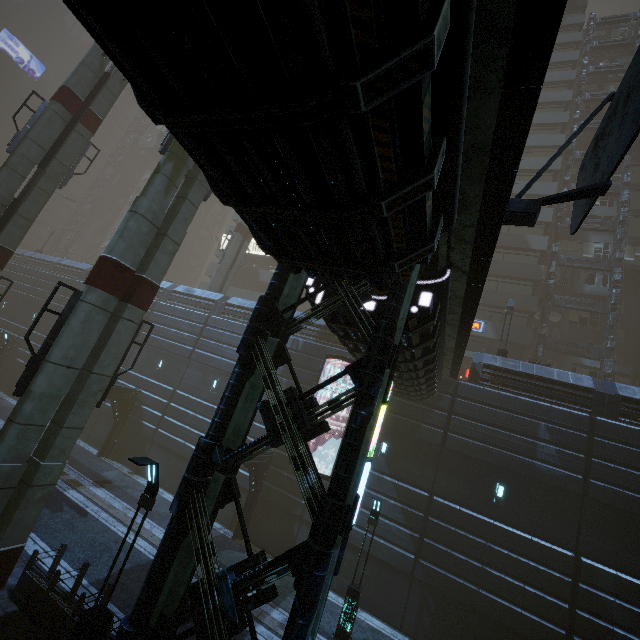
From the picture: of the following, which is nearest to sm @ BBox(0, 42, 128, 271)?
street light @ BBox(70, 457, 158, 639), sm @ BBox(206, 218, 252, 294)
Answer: street light @ BBox(70, 457, 158, 639)

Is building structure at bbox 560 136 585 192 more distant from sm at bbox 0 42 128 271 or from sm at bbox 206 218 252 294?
sm at bbox 206 218 252 294

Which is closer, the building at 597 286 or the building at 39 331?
the building at 597 286

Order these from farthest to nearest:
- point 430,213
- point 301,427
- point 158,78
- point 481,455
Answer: point 481,455 → point 301,427 → point 430,213 → point 158,78

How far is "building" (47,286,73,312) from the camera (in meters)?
31.11

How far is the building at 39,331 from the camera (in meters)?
30.12

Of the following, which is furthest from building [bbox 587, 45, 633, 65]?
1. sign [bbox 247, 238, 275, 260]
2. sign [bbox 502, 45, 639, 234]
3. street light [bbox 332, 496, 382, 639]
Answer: street light [bbox 332, 496, 382, 639]

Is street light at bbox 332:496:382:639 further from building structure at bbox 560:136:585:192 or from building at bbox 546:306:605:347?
building structure at bbox 560:136:585:192
